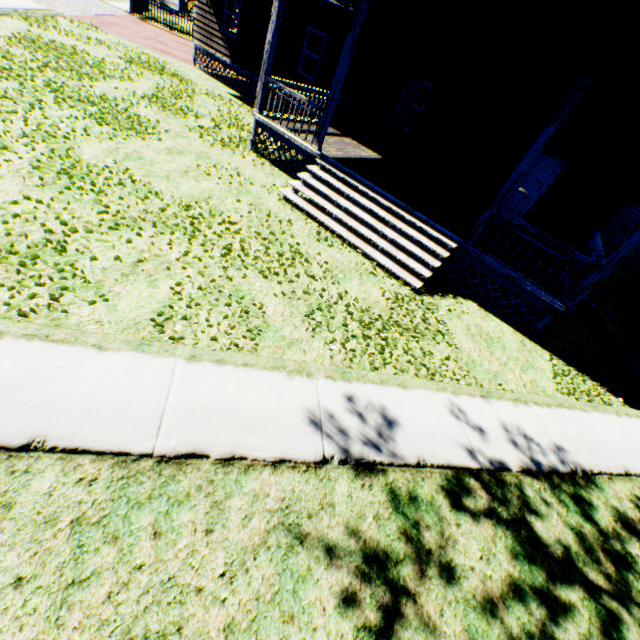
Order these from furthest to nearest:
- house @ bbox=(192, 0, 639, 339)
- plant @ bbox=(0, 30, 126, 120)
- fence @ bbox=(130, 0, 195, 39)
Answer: fence @ bbox=(130, 0, 195, 39)
plant @ bbox=(0, 30, 126, 120)
house @ bbox=(192, 0, 639, 339)

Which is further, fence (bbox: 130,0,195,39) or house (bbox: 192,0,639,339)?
fence (bbox: 130,0,195,39)

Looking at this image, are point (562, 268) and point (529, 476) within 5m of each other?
no

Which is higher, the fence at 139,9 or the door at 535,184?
the door at 535,184

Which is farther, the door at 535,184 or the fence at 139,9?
the fence at 139,9

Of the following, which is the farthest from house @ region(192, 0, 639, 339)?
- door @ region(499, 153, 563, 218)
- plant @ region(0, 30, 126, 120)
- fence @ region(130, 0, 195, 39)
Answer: fence @ region(130, 0, 195, 39)

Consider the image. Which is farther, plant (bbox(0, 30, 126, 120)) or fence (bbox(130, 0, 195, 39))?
fence (bbox(130, 0, 195, 39))

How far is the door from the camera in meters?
10.1 m
